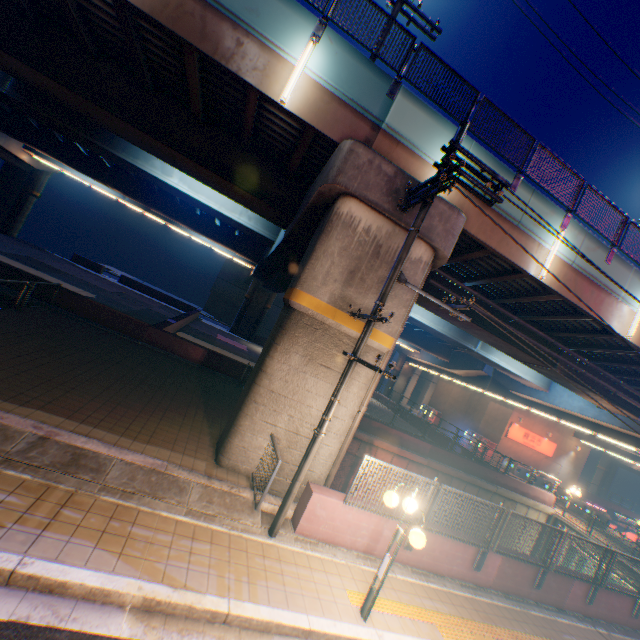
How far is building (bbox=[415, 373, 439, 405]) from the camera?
58.7m

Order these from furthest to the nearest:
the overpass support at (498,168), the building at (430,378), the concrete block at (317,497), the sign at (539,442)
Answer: the building at (430,378), the sign at (539,442), the overpass support at (498,168), the concrete block at (317,497)

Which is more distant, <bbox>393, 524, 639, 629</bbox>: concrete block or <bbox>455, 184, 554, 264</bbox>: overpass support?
<bbox>455, 184, 554, 264</bbox>: overpass support

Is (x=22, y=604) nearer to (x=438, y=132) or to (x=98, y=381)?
(x=98, y=381)

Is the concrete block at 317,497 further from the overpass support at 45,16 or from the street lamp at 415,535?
the street lamp at 415,535

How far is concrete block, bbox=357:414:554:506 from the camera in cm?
1958

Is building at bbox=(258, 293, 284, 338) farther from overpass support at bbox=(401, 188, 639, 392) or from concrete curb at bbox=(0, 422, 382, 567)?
concrete curb at bbox=(0, 422, 382, 567)

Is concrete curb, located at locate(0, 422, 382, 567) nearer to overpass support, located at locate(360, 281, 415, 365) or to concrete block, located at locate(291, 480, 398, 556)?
concrete block, located at locate(291, 480, 398, 556)
